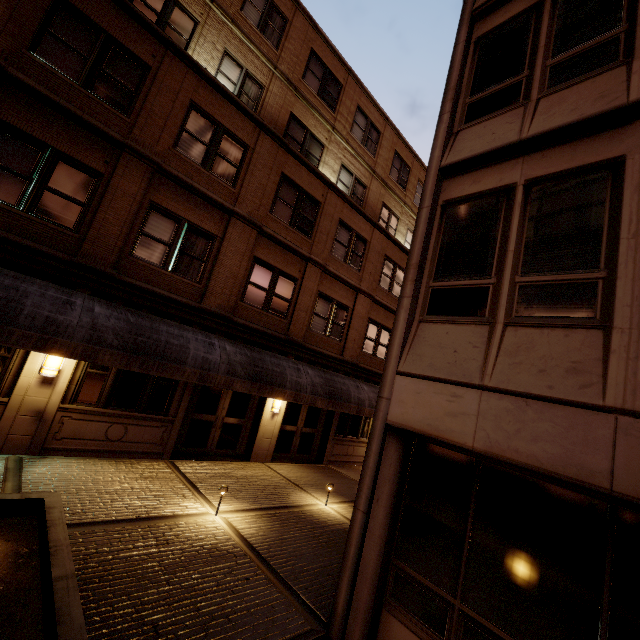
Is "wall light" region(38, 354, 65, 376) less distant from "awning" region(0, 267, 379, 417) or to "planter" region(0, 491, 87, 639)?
"awning" region(0, 267, 379, 417)

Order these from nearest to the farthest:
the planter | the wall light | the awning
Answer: the planter → the awning → the wall light

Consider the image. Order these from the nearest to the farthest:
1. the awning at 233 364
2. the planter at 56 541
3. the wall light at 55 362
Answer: the planter at 56 541, the awning at 233 364, the wall light at 55 362

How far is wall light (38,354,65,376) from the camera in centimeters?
766cm

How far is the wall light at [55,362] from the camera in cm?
766

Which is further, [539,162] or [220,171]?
[220,171]
